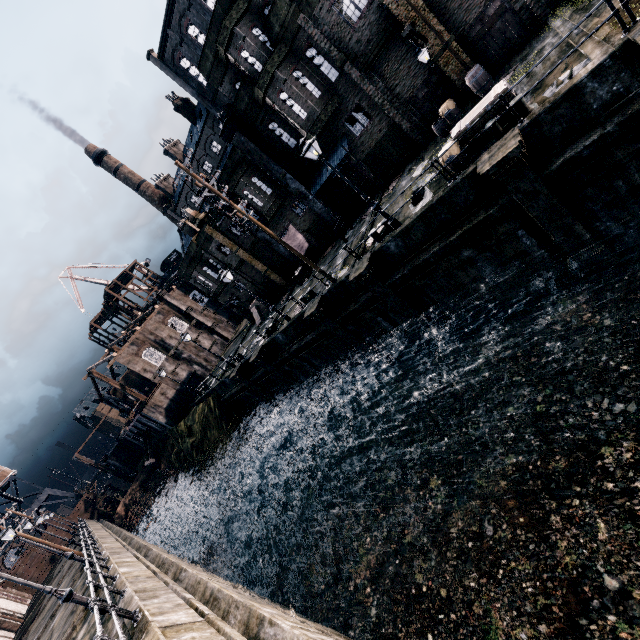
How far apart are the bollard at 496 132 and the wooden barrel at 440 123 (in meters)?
6.74

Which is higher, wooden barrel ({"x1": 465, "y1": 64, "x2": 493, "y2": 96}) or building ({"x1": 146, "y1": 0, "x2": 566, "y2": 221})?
building ({"x1": 146, "y1": 0, "x2": 566, "y2": 221})

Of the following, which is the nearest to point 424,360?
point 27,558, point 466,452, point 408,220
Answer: point 466,452

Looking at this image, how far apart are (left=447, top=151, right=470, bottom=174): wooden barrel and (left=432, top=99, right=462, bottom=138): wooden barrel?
6.02m

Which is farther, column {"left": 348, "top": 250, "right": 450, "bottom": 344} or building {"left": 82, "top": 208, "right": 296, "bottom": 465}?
building {"left": 82, "top": 208, "right": 296, "bottom": 465}

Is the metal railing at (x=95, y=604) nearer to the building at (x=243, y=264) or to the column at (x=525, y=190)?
the building at (x=243, y=264)

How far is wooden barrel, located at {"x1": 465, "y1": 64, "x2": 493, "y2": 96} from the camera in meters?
16.5

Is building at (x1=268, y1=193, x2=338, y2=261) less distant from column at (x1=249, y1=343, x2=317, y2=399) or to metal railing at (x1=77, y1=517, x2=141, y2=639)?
column at (x1=249, y1=343, x2=317, y2=399)
